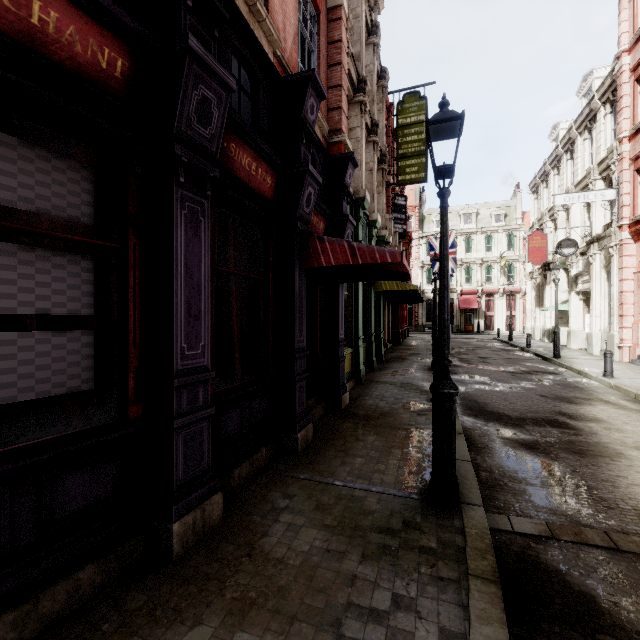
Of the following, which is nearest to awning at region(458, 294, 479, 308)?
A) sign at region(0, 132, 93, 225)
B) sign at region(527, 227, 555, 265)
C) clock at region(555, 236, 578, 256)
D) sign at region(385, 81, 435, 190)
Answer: sign at region(527, 227, 555, 265)

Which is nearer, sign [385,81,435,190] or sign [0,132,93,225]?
sign [0,132,93,225]

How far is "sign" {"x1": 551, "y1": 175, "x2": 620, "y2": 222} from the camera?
15.0m

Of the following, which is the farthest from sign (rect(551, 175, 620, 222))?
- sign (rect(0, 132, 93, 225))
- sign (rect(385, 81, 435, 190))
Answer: sign (rect(0, 132, 93, 225))

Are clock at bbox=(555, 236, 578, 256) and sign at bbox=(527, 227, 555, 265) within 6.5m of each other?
yes

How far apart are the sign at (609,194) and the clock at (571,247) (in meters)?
2.58

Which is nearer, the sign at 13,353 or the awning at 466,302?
the sign at 13,353

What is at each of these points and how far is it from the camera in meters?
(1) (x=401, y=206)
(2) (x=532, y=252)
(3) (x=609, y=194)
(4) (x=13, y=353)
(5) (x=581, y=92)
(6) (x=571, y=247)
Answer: (1) sign, 19.1 m
(2) sign, 22.9 m
(3) sign, 15.1 m
(4) sign, 2.3 m
(5) roof window, 21.0 m
(6) clock, 17.7 m
